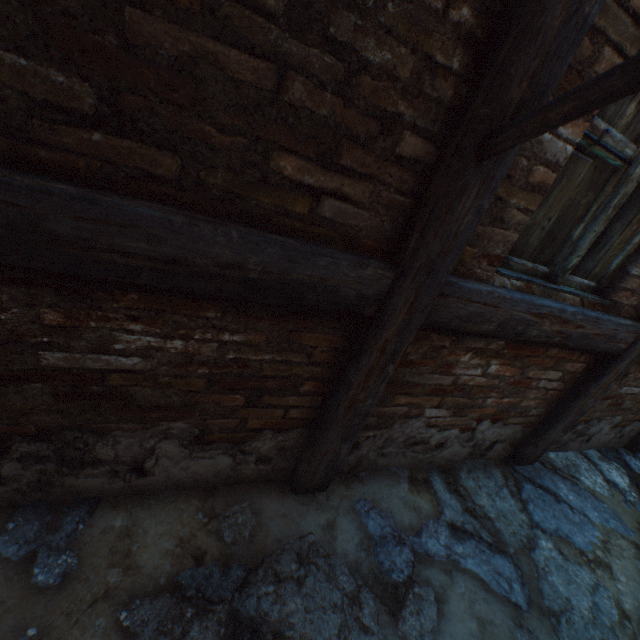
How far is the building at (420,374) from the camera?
1.7m

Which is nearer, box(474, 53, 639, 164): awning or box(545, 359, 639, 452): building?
box(474, 53, 639, 164): awning

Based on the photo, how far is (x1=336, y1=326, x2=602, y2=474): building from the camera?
1.73m

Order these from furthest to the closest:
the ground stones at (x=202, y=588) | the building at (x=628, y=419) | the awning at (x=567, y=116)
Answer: the building at (x=628, y=419)
the ground stones at (x=202, y=588)
the awning at (x=567, y=116)

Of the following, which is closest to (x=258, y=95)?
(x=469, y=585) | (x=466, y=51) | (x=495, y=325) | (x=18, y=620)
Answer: (x=466, y=51)

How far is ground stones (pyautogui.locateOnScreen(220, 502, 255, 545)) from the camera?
1.5 meters

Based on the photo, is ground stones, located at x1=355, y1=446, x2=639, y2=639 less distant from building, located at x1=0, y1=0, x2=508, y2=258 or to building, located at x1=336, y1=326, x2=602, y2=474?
building, located at x1=336, y1=326, x2=602, y2=474

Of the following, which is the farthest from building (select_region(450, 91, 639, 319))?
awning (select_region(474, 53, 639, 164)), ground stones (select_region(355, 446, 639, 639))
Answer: ground stones (select_region(355, 446, 639, 639))
